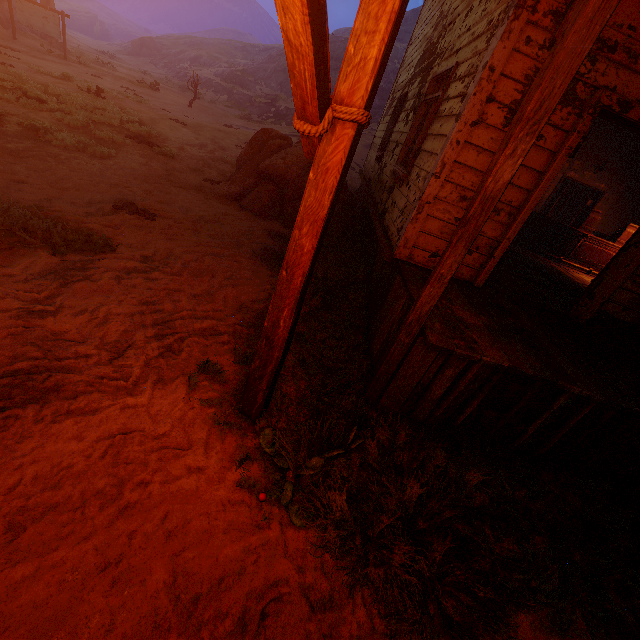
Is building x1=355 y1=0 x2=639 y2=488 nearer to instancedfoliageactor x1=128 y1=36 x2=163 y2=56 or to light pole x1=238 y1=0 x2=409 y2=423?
light pole x1=238 y1=0 x2=409 y2=423

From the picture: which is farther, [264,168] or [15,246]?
[264,168]

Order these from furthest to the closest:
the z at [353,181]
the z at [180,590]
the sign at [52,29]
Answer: the sign at [52,29] → the z at [353,181] → the z at [180,590]

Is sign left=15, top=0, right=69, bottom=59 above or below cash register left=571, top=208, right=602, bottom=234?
below

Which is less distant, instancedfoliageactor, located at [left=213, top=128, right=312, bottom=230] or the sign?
instancedfoliageactor, located at [left=213, top=128, right=312, bottom=230]

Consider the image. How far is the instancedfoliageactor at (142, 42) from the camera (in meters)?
42.59

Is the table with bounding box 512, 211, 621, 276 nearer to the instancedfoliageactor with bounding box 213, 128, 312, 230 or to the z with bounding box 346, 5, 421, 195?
the z with bounding box 346, 5, 421, 195

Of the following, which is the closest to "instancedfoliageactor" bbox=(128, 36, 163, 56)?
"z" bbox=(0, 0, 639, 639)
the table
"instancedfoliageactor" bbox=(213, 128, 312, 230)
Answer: "z" bbox=(0, 0, 639, 639)
